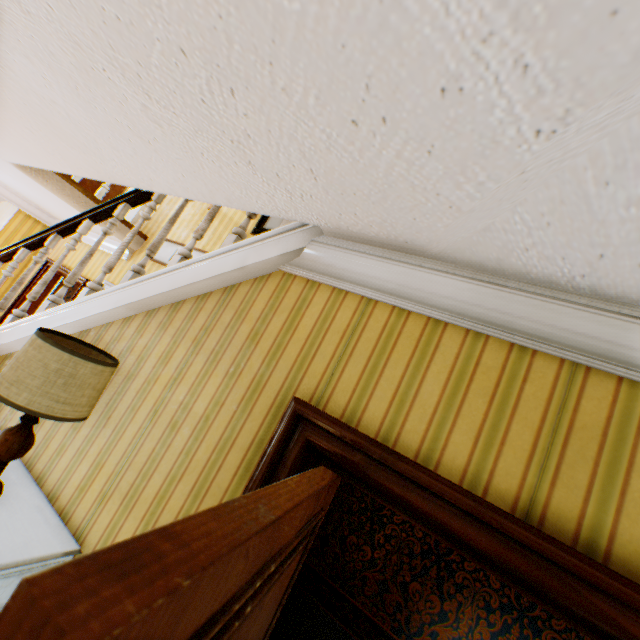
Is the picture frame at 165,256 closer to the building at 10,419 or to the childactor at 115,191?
the building at 10,419

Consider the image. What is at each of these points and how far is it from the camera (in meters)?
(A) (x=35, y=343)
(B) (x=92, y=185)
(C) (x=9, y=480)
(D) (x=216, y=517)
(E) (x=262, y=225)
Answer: (A) lamp, 1.45
(B) childactor, 6.14
(C) cabinet, 1.67
(D) childactor, 0.47
(E) picture frame, 4.40

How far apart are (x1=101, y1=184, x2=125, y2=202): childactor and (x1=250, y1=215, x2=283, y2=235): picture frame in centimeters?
400cm

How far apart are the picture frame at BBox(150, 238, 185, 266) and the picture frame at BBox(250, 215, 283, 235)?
0.44m

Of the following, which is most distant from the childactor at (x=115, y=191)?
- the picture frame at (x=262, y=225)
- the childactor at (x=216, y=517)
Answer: the childactor at (x=216, y=517)

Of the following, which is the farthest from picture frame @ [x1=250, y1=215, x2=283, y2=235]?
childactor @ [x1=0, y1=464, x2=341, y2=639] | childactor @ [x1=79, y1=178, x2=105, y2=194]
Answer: childactor @ [x1=79, y1=178, x2=105, y2=194]

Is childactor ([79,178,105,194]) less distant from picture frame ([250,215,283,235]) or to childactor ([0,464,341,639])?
picture frame ([250,215,283,235])
